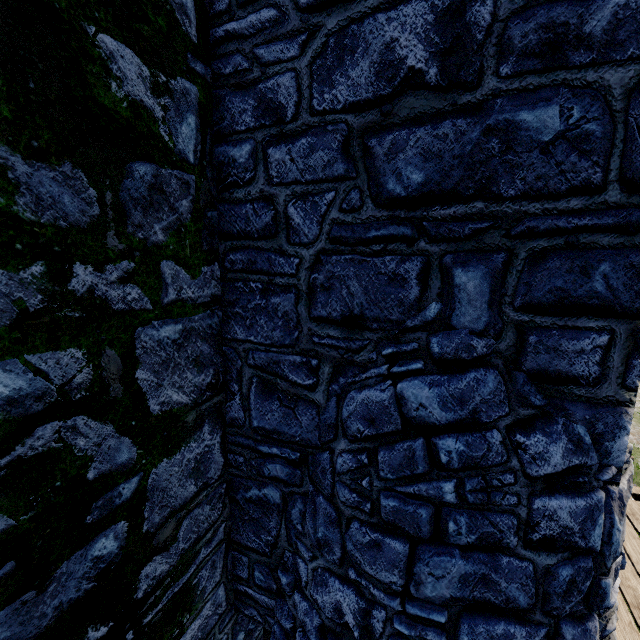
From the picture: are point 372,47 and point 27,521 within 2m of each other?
no

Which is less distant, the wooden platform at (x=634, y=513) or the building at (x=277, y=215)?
the building at (x=277, y=215)

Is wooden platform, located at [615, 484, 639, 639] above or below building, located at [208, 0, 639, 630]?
below

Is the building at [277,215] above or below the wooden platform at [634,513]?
above

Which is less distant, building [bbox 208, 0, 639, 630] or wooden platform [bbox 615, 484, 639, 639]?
building [bbox 208, 0, 639, 630]
